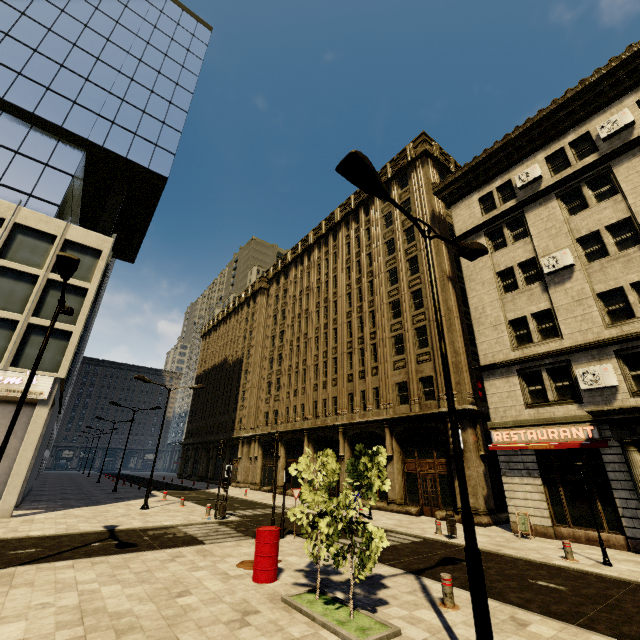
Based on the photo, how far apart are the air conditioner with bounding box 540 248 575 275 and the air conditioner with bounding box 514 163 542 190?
5.0m

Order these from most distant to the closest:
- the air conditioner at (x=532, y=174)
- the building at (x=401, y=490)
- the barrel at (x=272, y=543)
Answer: the building at (x=401, y=490) → the air conditioner at (x=532, y=174) → the barrel at (x=272, y=543)

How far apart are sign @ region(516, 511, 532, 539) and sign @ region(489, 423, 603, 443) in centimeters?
293cm

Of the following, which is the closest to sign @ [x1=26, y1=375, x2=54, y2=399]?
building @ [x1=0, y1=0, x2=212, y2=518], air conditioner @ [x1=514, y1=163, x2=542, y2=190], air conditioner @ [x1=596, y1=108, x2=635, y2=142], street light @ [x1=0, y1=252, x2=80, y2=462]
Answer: building @ [x1=0, y1=0, x2=212, y2=518]

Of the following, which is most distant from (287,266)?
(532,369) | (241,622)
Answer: (241,622)

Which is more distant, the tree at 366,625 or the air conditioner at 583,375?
the air conditioner at 583,375

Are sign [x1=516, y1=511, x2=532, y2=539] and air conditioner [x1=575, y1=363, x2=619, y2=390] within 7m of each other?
yes

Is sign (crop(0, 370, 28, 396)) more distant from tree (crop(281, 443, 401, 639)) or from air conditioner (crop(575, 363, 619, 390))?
air conditioner (crop(575, 363, 619, 390))
